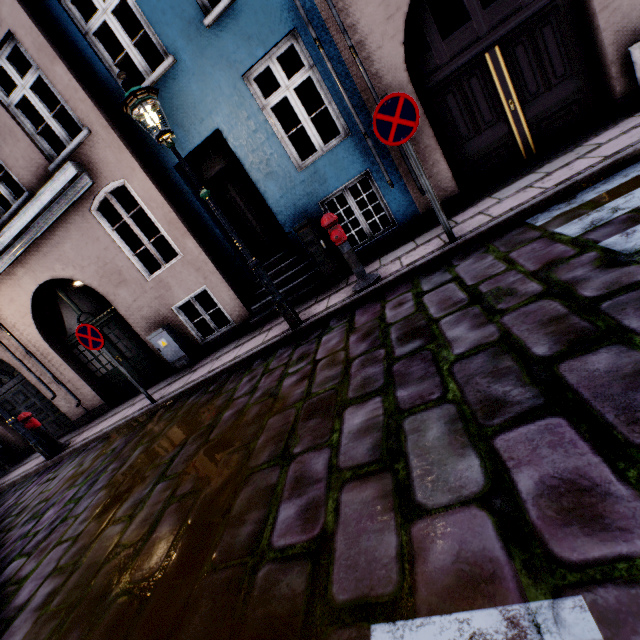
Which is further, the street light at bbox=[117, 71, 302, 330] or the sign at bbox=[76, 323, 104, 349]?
the sign at bbox=[76, 323, 104, 349]

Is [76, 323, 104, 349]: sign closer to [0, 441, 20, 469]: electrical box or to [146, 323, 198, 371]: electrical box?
[146, 323, 198, 371]: electrical box

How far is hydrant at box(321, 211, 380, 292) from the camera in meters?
4.6 m

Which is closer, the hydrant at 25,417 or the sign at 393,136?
the sign at 393,136

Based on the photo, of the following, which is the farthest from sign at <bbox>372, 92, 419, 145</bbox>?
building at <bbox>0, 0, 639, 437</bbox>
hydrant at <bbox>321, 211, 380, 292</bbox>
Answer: building at <bbox>0, 0, 639, 437</bbox>

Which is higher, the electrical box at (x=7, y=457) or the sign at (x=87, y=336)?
the sign at (x=87, y=336)

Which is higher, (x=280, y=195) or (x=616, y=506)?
(x=280, y=195)

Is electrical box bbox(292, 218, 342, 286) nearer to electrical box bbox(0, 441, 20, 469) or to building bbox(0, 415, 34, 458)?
building bbox(0, 415, 34, 458)
